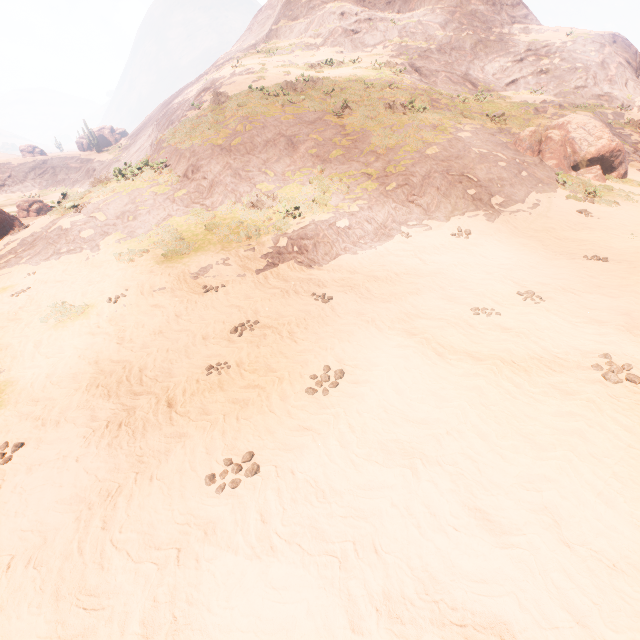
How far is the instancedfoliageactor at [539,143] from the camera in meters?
15.2

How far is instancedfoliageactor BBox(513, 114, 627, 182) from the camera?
15.2 meters

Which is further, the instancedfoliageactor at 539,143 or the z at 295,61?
the instancedfoliageactor at 539,143

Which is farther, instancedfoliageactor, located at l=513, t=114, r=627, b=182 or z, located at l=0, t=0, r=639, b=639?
instancedfoliageactor, located at l=513, t=114, r=627, b=182

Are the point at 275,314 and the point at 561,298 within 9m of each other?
yes
